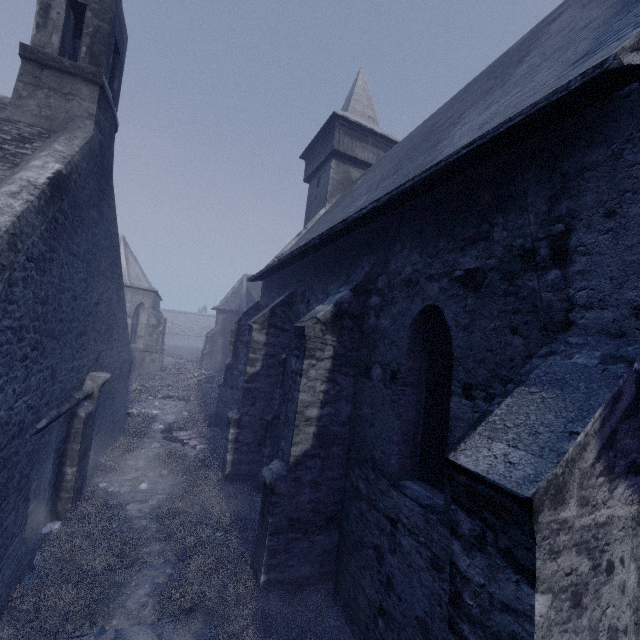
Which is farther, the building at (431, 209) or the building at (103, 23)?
the building at (103, 23)

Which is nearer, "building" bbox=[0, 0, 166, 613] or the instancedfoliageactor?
"building" bbox=[0, 0, 166, 613]

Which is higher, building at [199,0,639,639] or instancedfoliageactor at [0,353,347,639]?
building at [199,0,639,639]

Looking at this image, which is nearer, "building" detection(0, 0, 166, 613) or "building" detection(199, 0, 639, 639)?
"building" detection(199, 0, 639, 639)

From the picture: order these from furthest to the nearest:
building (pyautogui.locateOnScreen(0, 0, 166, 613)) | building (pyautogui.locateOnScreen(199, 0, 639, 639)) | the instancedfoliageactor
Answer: the instancedfoliageactor, building (pyautogui.locateOnScreen(0, 0, 166, 613)), building (pyautogui.locateOnScreen(199, 0, 639, 639))

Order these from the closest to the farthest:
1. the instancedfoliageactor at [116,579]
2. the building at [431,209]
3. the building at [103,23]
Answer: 1. the building at [431,209]
2. the building at [103,23]
3. the instancedfoliageactor at [116,579]

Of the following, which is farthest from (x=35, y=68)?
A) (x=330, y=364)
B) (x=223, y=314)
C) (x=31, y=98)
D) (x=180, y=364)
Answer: (x=180, y=364)
